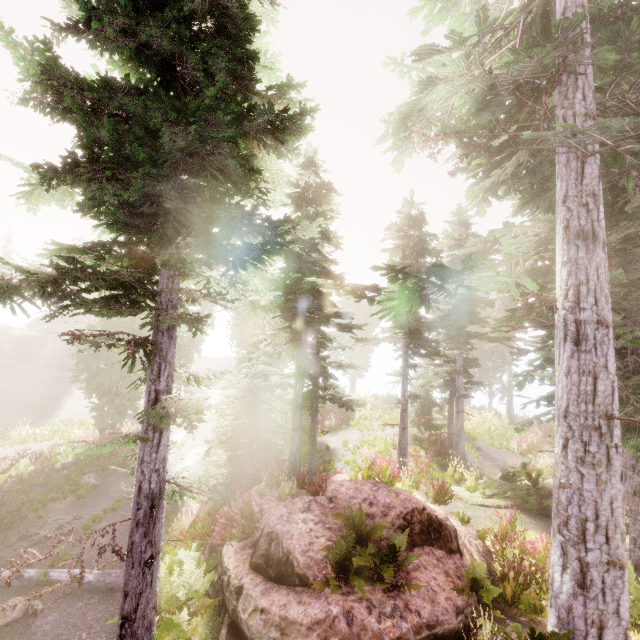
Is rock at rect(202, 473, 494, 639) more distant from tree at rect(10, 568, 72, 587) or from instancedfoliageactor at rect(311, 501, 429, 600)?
tree at rect(10, 568, 72, 587)

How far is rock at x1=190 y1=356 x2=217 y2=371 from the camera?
58.3m

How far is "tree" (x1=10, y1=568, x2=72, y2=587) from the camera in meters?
10.0 m

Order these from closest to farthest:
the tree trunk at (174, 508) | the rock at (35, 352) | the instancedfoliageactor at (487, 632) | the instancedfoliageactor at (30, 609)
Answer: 1. the instancedfoliageactor at (30, 609)
2. the instancedfoliageactor at (487, 632)
3. the tree trunk at (174, 508)
4. the rock at (35, 352)

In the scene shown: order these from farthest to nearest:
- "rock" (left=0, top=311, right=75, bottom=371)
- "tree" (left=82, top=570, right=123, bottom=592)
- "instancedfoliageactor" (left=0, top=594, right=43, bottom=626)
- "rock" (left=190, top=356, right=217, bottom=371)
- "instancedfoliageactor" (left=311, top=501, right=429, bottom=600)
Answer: "rock" (left=190, top=356, right=217, bottom=371) < "rock" (left=0, top=311, right=75, bottom=371) < "tree" (left=82, top=570, right=123, bottom=592) < "instancedfoliageactor" (left=311, top=501, right=429, bottom=600) < "instancedfoliageactor" (left=0, top=594, right=43, bottom=626)

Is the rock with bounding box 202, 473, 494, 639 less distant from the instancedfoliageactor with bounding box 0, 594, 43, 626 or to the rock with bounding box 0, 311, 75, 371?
the instancedfoliageactor with bounding box 0, 594, 43, 626

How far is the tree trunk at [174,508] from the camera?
13.92m

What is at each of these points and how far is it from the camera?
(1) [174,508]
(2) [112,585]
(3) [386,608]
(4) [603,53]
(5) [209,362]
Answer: (1) tree trunk, 14.0m
(2) tree, 9.9m
(3) instancedfoliageactor, 6.2m
(4) instancedfoliageactor, 7.9m
(5) rock, 59.9m
